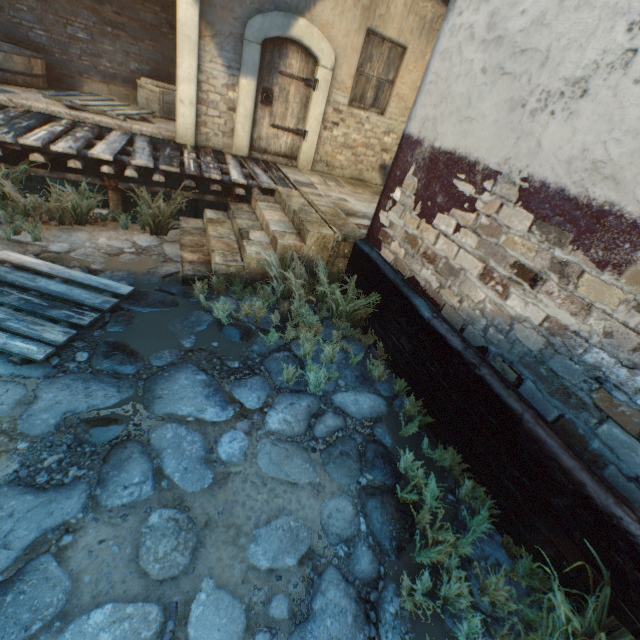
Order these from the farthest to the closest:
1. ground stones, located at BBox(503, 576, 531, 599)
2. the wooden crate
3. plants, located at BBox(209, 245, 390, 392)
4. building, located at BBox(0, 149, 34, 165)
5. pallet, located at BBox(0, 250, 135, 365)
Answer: the wooden crate, building, located at BBox(0, 149, 34, 165), plants, located at BBox(209, 245, 390, 392), pallet, located at BBox(0, 250, 135, 365), ground stones, located at BBox(503, 576, 531, 599)

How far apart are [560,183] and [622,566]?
2.53m

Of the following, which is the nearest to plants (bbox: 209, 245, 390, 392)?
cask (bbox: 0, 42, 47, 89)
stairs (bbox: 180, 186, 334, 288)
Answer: stairs (bbox: 180, 186, 334, 288)

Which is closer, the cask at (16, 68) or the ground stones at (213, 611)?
the ground stones at (213, 611)

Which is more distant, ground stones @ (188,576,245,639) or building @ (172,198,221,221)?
building @ (172,198,221,221)

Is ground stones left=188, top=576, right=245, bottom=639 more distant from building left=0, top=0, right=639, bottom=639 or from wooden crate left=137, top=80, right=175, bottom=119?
wooden crate left=137, top=80, right=175, bottom=119

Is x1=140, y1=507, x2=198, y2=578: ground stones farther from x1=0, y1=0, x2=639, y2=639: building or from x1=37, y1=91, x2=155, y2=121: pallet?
x1=37, y1=91, x2=155, y2=121: pallet

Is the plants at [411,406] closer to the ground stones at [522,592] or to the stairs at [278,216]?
the ground stones at [522,592]
